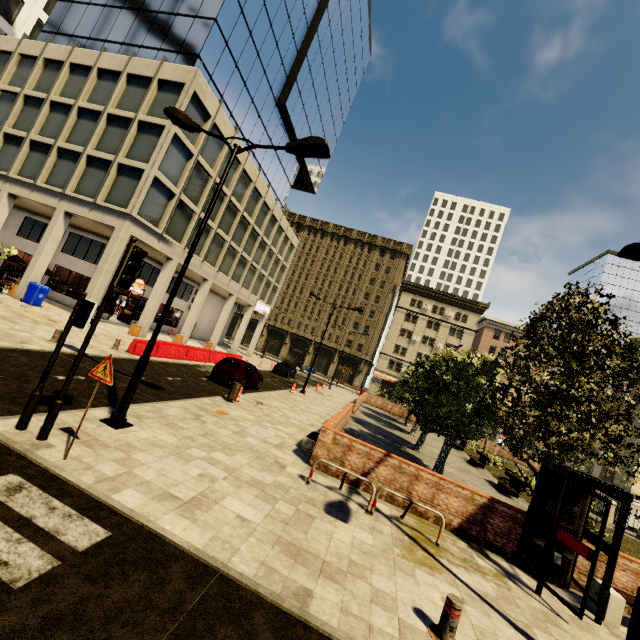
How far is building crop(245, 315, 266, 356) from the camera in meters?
41.7 m

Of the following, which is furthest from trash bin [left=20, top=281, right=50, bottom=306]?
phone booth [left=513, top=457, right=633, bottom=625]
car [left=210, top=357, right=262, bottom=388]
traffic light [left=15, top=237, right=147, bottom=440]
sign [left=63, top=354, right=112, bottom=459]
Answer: phone booth [left=513, top=457, right=633, bottom=625]

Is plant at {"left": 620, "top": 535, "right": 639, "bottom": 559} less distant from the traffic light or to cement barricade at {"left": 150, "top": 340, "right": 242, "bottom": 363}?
the traffic light

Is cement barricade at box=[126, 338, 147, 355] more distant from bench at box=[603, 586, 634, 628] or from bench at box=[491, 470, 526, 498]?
bench at box=[491, 470, 526, 498]

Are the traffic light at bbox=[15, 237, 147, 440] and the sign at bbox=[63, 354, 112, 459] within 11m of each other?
yes

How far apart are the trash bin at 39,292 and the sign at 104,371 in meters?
18.5

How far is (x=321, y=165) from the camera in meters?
45.8

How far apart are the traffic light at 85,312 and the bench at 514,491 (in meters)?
18.20
